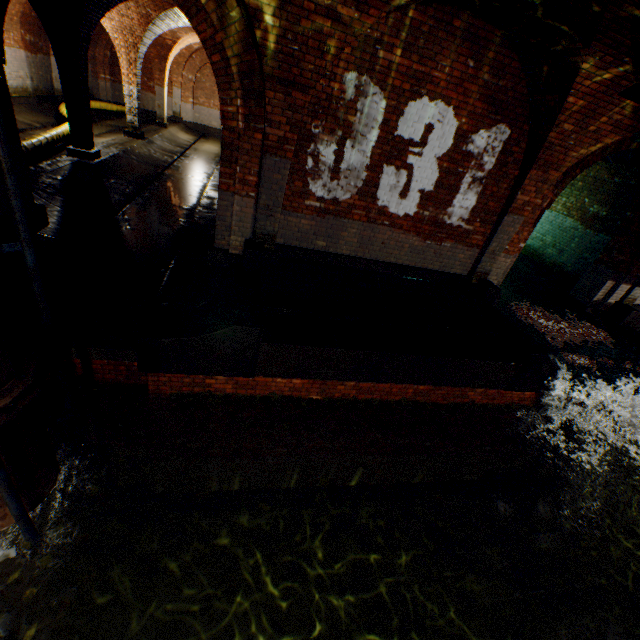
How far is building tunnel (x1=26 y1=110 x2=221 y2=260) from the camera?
6.69m

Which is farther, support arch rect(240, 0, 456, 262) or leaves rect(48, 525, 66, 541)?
support arch rect(240, 0, 456, 262)

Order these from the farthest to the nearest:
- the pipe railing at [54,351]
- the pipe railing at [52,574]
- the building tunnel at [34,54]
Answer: the building tunnel at [34,54] < the pipe railing at [52,574] < the pipe railing at [54,351]

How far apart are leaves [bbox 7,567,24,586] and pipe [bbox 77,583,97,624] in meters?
2.8 m

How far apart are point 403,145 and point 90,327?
6.0m

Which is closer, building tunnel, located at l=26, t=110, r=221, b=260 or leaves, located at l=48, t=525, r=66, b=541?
leaves, located at l=48, t=525, r=66, b=541

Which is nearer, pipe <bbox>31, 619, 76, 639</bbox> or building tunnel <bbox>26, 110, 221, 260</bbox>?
pipe <bbox>31, 619, 76, 639</bbox>

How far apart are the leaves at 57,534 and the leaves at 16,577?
0.32m
